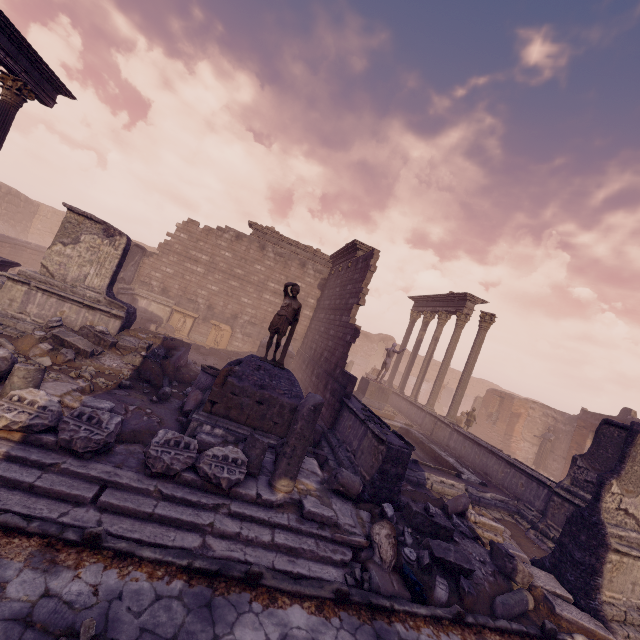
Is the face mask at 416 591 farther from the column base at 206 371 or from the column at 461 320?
the column at 461 320

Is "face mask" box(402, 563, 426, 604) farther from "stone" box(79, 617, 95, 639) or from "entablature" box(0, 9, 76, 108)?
"entablature" box(0, 9, 76, 108)

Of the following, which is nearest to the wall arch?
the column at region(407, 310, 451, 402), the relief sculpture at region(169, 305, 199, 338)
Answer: the column at region(407, 310, 451, 402)

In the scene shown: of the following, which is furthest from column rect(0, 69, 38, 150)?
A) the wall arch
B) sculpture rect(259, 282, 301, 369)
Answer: the wall arch

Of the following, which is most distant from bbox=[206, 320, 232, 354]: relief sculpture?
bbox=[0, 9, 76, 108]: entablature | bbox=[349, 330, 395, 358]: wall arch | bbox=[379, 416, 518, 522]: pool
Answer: bbox=[349, 330, 395, 358]: wall arch

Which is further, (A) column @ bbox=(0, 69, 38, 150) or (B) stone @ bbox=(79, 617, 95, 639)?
(A) column @ bbox=(0, 69, 38, 150)

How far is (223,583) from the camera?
3.9 meters

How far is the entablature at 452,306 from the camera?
17.0 meters
